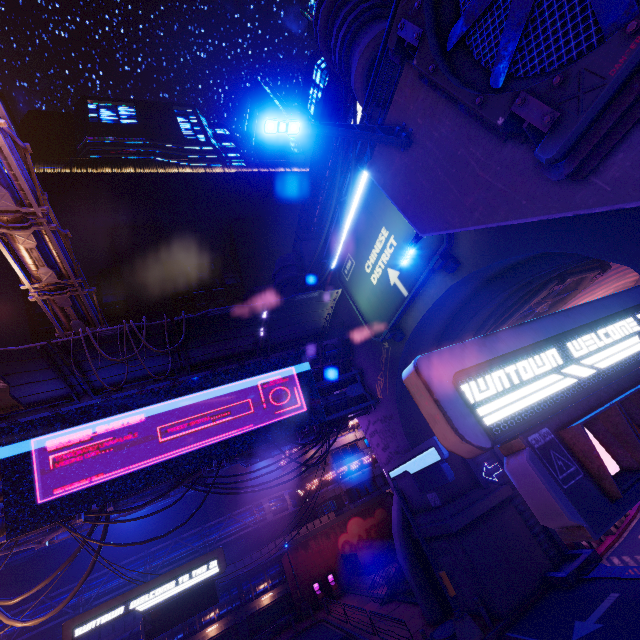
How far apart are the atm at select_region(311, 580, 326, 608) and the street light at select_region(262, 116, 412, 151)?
37.61m

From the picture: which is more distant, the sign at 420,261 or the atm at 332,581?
the atm at 332,581

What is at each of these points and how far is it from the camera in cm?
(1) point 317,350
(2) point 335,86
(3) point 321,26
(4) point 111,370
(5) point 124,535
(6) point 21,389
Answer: (1) walkway, 2098
(2) walkway, 3875
(3) building, 1356
(4) awning, 1471
(5) building, 3962
(6) awning, 1330

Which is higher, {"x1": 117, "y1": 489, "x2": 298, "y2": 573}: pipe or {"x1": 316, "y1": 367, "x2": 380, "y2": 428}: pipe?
{"x1": 316, "y1": 367, "x2": 380, "y2": 428}: pipe

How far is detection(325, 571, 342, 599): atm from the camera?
30.67m

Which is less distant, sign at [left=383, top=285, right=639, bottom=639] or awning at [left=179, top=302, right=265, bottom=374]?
sign at [left=383, top=285, right=639, bottom=639]

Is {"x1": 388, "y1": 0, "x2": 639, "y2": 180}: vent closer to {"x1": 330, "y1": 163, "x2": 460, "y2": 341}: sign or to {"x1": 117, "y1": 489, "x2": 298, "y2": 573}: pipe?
{"x1": 330, "y1": 163, "x2": 460, "y2": 341}: sign

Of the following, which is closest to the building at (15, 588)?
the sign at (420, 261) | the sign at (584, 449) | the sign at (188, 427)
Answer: the sign at (188, 427)
